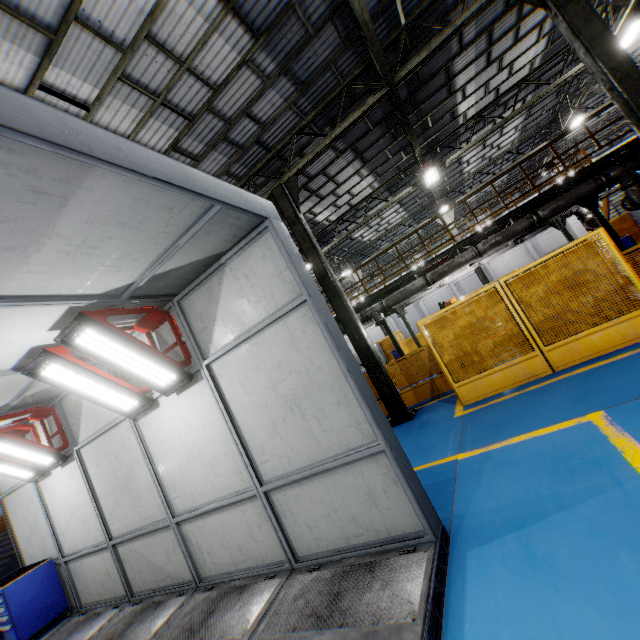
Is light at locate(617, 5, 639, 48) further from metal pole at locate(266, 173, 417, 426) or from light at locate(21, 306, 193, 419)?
light at locate(21, 306, 193, 419)

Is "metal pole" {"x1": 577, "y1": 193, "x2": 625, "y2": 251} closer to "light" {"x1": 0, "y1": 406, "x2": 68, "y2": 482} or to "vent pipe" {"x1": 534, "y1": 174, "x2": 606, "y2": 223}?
"vent pipe" {"x1": 534, "y1": 174, "x2": 606, "y2": 223}

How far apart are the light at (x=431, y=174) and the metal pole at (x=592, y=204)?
5.2m

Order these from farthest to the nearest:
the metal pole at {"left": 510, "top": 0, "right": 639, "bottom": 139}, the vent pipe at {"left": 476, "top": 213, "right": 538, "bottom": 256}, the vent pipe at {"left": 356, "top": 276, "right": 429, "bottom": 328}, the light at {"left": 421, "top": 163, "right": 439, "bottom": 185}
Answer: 1. the light at {"left": 421, "top": 163, "right": 439, "bottom": 185}
2. the vent pipe at {"left": 356, "top": 276, "right": 429, "bottom": 328}
3. the vent pipe at {"left": 476, "top": 213, "right": 538, "bottom": 256}
4. the metal pole at {"left": 510, "top": 0, "right": 639, "bottom": 139}

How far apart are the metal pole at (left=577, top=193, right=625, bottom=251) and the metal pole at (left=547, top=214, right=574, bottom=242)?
2.70m

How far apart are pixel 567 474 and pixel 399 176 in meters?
15.2 m

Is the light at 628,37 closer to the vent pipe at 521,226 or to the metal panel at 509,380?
the vent pipe at 521,226

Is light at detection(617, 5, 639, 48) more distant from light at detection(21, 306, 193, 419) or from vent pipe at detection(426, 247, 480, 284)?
light at detection(21, 306, 193, 419)
